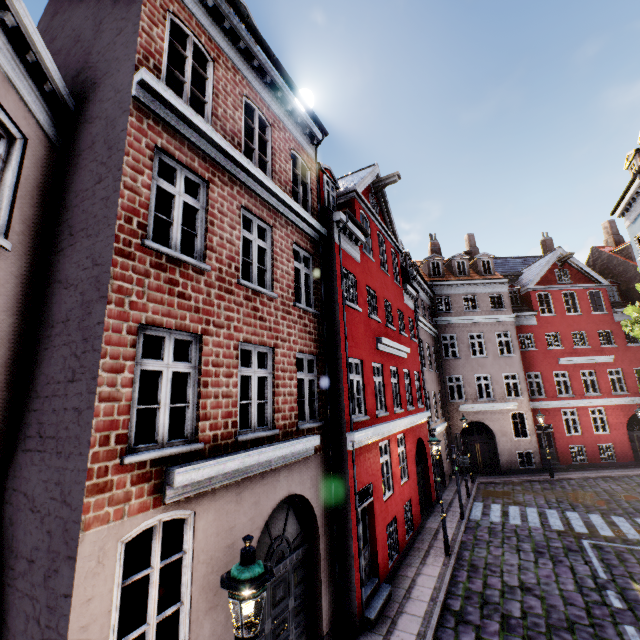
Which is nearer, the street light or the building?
the street light

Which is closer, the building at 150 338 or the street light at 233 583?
the street light at 233 583

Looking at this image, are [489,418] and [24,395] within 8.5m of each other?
no
